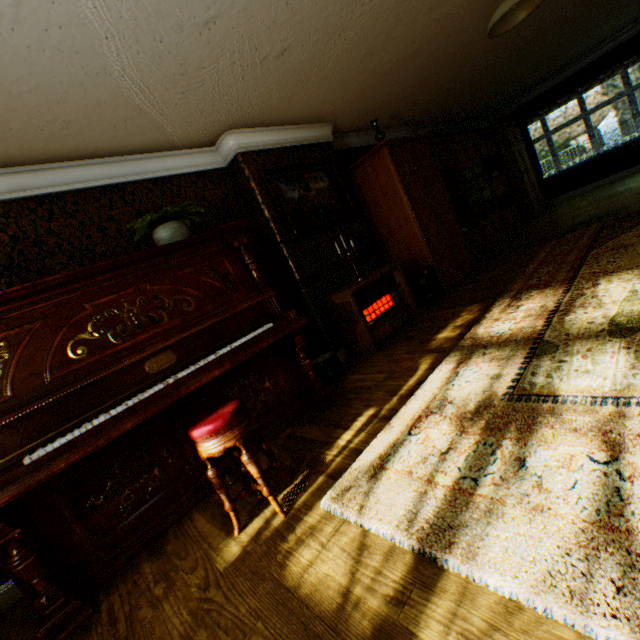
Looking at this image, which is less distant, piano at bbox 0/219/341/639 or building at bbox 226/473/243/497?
piano at bbox 0/219/341/639

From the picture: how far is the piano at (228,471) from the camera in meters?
2.7

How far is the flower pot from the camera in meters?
3.0 m

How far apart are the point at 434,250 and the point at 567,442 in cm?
417

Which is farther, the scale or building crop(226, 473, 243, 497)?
the scale

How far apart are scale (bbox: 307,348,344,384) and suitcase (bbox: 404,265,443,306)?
1.9 meters

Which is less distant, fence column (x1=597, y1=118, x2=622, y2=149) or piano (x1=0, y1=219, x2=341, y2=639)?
piano (x1=0, y1=219, x2=341, y2=639)

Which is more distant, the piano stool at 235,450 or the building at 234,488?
the building at 234,488
